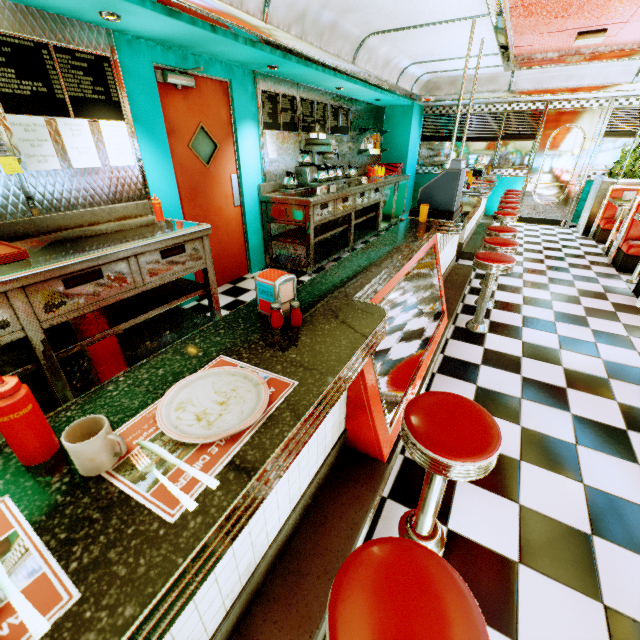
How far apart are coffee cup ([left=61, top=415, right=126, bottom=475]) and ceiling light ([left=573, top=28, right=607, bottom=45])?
7.1 meters

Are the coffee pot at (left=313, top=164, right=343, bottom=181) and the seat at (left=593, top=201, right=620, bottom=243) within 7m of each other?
yes

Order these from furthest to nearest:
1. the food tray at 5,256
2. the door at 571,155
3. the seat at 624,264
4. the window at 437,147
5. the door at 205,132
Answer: the window at 437,147 < the door at 571,155 < the seat at 624,264 < the door at 205,132 < the food tray at 5,256

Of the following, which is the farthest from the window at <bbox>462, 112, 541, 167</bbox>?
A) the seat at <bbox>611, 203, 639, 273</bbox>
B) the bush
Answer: the seat at <bbox>611, 203, 639, 273</bbox>

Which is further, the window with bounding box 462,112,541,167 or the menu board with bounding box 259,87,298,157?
the window with bounding box 462,112,541,167

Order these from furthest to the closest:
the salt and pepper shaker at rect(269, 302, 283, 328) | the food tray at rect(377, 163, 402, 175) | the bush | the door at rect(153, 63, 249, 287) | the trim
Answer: the food tray at rect(377, 163, 402, 175), the bush, the door at rect(153, 63, 249, 287), the trim, the salt and pepper shaker at rect(269, 302, 283, 328)

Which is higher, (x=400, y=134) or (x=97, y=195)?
(x=400, y=134)

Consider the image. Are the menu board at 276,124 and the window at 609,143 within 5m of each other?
no
